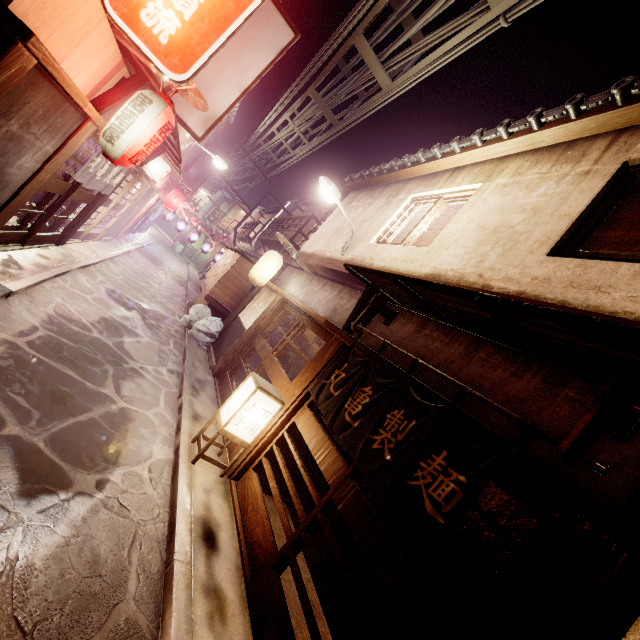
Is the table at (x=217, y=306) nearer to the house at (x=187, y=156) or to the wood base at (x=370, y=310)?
the house at (x=187, y=156)

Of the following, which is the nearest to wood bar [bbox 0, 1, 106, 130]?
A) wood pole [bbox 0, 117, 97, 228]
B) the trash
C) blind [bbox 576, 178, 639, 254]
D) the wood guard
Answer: wood pole [bbox 0, 117, 97, 228]

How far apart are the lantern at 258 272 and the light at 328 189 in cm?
356

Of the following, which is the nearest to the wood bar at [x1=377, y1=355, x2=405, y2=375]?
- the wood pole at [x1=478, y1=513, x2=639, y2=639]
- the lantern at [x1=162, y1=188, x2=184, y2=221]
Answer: the wood pole at [x1=478, y1=513, x2=639, y2=639]

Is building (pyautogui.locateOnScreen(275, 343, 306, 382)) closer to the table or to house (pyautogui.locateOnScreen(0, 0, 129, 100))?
the table

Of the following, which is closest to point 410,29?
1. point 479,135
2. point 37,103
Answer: point 479,135

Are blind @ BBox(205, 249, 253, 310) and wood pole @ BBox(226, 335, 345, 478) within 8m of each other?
no

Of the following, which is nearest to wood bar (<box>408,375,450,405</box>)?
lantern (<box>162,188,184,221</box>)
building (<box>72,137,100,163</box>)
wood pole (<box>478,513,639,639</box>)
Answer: wood pole (<box>478,513,639,639</box>)
